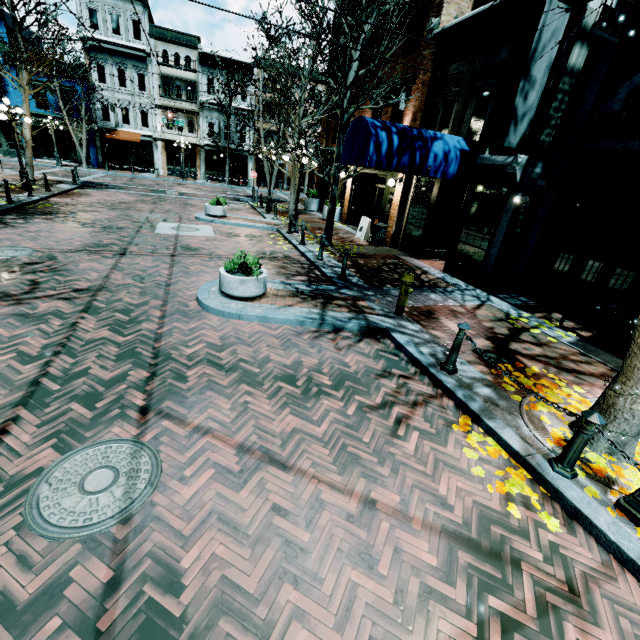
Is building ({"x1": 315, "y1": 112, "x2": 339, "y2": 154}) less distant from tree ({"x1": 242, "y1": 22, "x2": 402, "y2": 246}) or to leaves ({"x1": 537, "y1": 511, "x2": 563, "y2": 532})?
tree ({"x1": 242, "y1": 22, "x2": 402, "y2": 246})

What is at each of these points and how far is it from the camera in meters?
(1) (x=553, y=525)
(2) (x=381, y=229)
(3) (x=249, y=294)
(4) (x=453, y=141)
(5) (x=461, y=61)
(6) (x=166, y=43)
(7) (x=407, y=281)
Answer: (1) leaves, 3.2 m
(2) garbage, 14.0 m
(3) planter, 6.7 m
(4) awning, 9.6 m
(5) building, 10.5 m
(6) building, 29.3 m
(7) fire hydrant, 6.8 m

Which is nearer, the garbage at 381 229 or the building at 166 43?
the garbage at 381 229

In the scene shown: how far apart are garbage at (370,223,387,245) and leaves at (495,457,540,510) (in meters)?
10.71

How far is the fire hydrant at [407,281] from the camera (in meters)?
6.85

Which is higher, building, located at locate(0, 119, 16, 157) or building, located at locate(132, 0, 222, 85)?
building, located at locate(132, 0, 222, 85)

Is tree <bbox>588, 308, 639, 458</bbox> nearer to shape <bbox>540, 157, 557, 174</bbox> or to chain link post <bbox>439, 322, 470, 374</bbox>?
Result: chain link post <bbox>439, 322, 470, 374</bbox>

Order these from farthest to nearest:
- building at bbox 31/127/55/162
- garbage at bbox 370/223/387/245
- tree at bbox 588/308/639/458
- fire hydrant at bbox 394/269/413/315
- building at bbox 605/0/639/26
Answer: building at bbox 31/127/55/162
garbage at bbox 370/223/387/245
fire hydrant at bbox 394/269/413/315
building at bbox 605/0/639/26
tree at bbox 588/308/639/458
